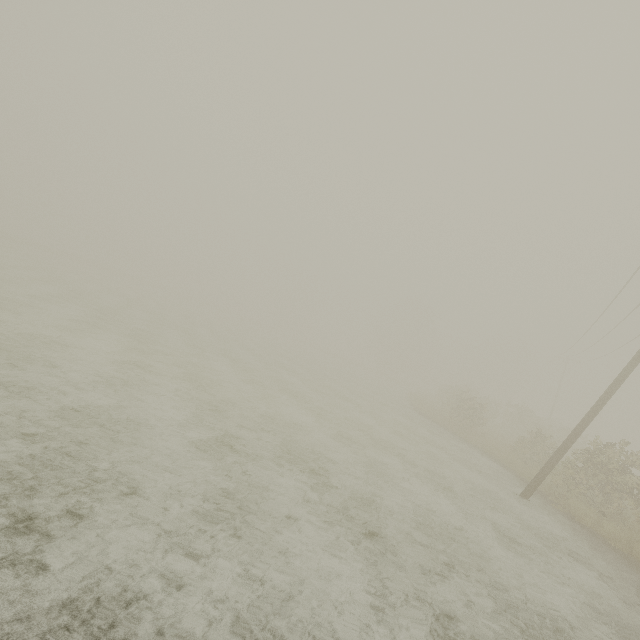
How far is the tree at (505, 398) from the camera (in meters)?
56.66

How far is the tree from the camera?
56.66m

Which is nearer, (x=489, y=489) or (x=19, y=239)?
(x=489, y=489)
